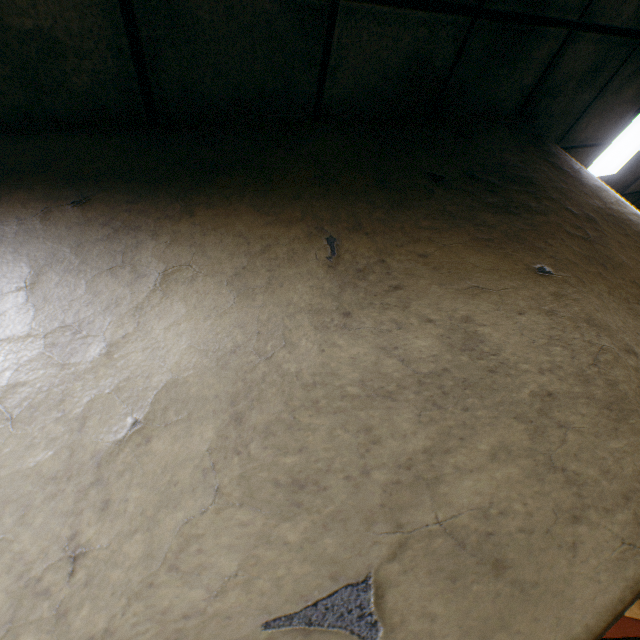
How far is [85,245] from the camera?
0.9m
